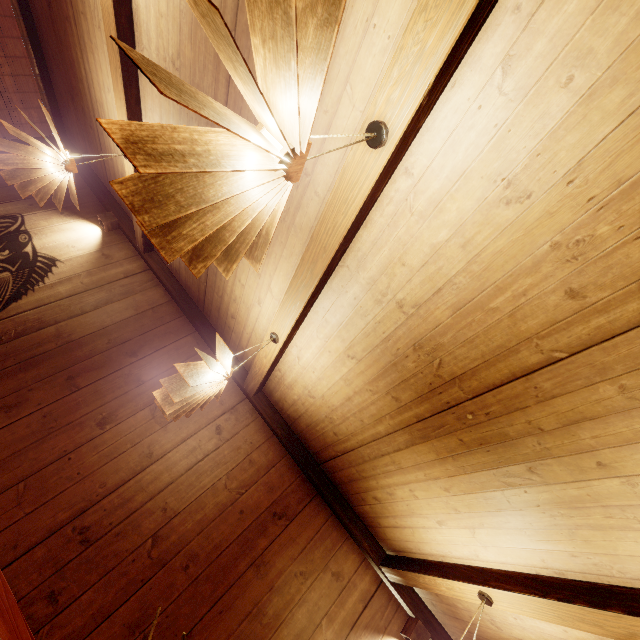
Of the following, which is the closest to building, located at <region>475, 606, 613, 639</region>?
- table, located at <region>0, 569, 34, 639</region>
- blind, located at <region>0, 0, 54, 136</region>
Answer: blind, located at <region>0, 0, 54, 136</region>

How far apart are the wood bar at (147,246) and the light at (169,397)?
3.4 meters

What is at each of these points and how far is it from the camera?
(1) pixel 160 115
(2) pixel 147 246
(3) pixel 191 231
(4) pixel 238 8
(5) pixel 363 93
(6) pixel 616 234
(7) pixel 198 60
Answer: (1) building, 4.1m
(2) wood bar, 6.3m
(3) light, 1.4m
(4) building, 2.5m
(5) building, 2.1m
(6) building, 1.6m
(7) building, 3.1m

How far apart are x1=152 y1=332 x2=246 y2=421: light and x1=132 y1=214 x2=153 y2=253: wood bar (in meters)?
3.41

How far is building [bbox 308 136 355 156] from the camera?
2.4m

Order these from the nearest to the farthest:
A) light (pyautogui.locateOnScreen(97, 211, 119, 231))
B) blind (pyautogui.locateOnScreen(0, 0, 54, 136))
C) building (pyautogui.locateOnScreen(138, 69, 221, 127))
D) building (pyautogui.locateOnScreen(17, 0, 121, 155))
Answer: building (pyautogui.locateOnScreen(138, 69, 221, 127)) < building (pyautogui.locateOnScreen(17, 0, 121, 155)) < blind (pyautogui.locateOnScreen(0, 0, 54, 136)) < light (pyautogui.locateOnScreen(97, 211, 119, 231))

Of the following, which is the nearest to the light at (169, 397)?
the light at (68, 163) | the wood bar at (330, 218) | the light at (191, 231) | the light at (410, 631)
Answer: the wood bar at (330, 218)

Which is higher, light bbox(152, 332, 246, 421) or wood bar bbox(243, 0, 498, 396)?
wood bar bbox(243, 0, 498, 396)
